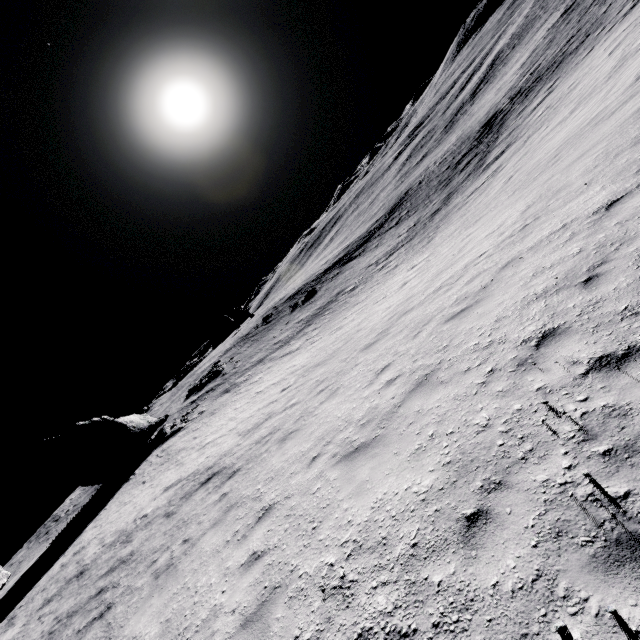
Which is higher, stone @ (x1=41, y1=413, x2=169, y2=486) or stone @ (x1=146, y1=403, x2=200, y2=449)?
stone @ (x1=41, y1=413, x2=169, y2=486)

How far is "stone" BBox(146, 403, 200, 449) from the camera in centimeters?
2498cm

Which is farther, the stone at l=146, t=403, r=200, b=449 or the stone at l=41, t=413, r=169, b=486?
the stone at l=146, t=403, r=200, b=449

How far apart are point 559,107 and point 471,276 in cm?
2133

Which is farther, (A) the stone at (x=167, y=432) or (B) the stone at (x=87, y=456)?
(A) the stone at (x=167, y=432)

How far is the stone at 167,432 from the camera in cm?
2498

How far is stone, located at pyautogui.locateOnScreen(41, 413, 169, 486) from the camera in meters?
23.8
